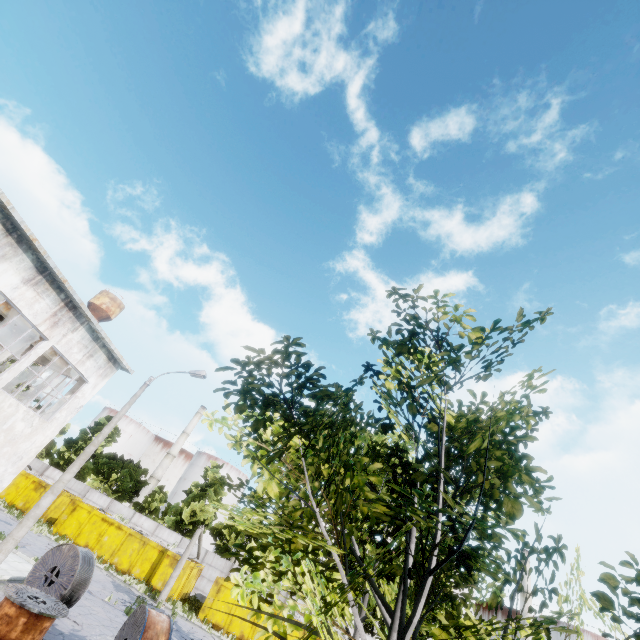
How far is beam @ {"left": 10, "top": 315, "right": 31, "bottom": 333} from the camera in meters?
16.4

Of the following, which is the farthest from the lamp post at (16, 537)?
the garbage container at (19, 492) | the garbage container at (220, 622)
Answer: the garbage container at (19, 492)

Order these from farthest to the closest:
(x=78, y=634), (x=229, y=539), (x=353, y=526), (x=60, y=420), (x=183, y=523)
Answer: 1. (x=229, y=539)
2. (x=183, y=523)
3. (x=60, y=420)
4. (x=78, y=634)
5. (x=353, y=526)

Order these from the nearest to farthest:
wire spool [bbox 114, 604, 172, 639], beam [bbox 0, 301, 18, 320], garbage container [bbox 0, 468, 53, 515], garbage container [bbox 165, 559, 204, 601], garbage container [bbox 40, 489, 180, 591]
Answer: wire spool [bbox 114, 604, 172, 639] < beam [bbox 0, 301, 18, 320] < garbage container [bbox 165, 559, 204, 601] < garbage container [bbox 40, 489, 180, 591] < garbage container [bbox 0, 468, 53, 515]

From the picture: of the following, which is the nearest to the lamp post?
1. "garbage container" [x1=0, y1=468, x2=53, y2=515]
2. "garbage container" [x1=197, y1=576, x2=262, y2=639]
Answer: "garbage container" [x1=197, y1=576, x2=262, y2=639]

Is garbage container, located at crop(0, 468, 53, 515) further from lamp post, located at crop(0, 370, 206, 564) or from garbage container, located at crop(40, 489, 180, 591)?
lamp post, located at crop(0, 370, 206, 564)

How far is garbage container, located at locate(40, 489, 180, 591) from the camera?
24.7 meters

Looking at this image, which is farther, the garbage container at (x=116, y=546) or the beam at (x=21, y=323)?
the garbage container at (x=116, y=546)
